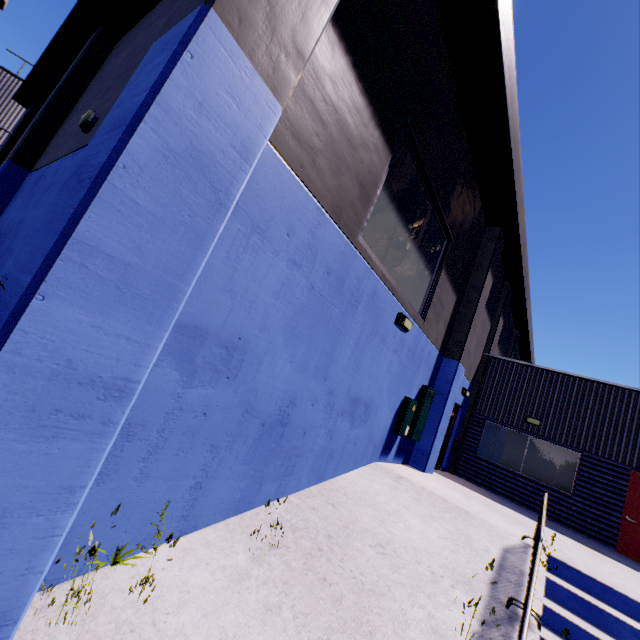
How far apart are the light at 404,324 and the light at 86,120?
7.0m

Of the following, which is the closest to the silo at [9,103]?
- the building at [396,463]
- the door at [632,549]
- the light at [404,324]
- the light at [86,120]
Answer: the building at [396,463]

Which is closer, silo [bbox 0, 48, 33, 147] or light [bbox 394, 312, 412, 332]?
light [bbox 394, 312, 412, 332]

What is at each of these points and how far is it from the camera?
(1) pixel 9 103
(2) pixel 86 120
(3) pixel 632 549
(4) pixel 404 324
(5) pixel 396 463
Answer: (1) silo, 17.9 meters
(2) light, 6.2 meters
(3) door, 9.6 meters
(4) light, 6.5 meters
(5) building, 8.9 meters

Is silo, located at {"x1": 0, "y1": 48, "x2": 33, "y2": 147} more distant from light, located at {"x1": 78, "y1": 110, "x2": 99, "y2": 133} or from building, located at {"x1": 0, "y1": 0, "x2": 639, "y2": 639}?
light, located at {"x1": 78, "y1": 110, "x2": 99, "y2": 133}

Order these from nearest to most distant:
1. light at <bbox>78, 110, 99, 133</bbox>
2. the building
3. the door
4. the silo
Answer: the building
light at <bbox>78, 110, 99, 133</bbox>
the door
the silo

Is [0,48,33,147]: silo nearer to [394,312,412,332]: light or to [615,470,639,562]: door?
[394,312,412,332]: light

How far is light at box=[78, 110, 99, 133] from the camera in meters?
6.2
